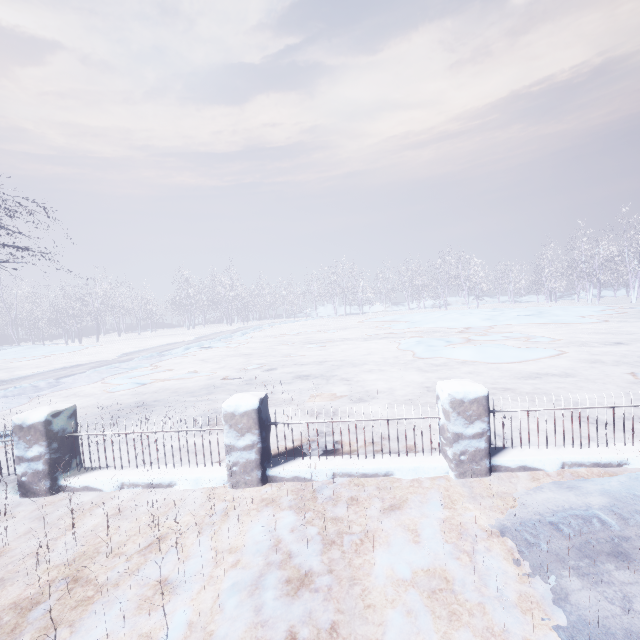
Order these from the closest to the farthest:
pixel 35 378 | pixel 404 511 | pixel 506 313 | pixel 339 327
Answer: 1. pixel 404 511
2. pixel 35 378
3. pixel 506 313
4. pixel 339 327
